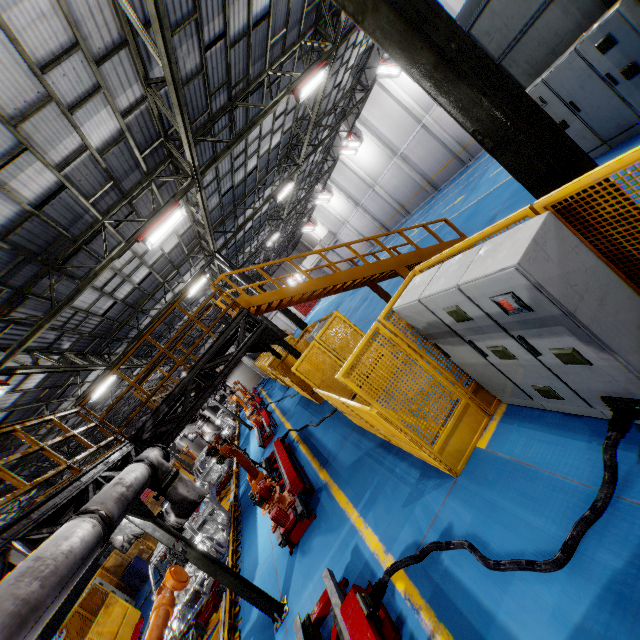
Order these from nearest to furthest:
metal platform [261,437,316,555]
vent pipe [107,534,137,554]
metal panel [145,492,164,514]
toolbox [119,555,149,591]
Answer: A: metal platform [261,437,316,555] < vent pipe [107,534,137,554] < toolbox [119,555,149,591] < metal panel [145,492,164,514]

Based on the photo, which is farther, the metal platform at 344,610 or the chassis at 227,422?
the chassis at 227,422

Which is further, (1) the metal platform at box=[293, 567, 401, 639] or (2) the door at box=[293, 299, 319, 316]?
(2) the door at box=[293, 299, 319, 316]

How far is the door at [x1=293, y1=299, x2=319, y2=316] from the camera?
49.5m

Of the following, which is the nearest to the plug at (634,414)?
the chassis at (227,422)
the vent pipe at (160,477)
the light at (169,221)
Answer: the vent pipe at (160,477)

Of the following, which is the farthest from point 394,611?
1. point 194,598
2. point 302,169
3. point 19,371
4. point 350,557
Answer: point 302,169

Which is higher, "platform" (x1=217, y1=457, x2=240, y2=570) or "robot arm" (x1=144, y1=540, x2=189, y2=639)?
"robot arm" (x1=144, y1=540, x2=189, y2=639)

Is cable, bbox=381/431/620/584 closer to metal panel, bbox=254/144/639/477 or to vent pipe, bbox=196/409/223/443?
metal panel, bbox=254/144/639/477
